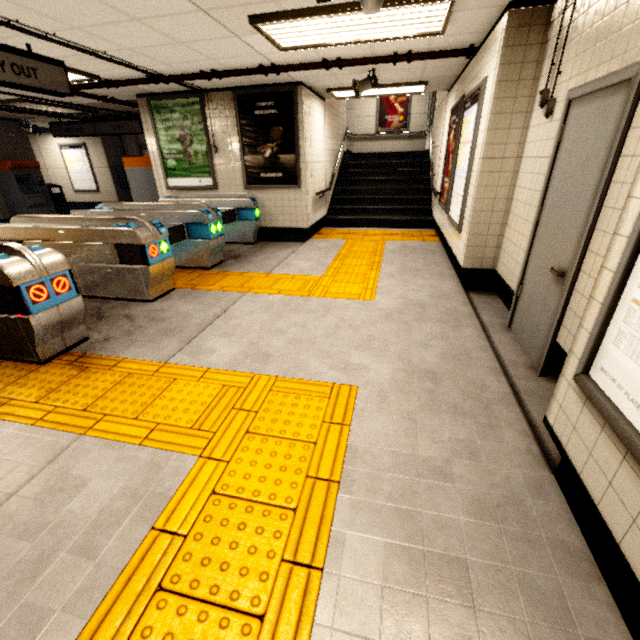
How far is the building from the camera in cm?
1247

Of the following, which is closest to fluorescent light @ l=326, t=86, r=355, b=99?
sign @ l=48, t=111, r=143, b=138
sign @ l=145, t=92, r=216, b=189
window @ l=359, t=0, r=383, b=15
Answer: sign @ l=145, t=92, r=216, b=189

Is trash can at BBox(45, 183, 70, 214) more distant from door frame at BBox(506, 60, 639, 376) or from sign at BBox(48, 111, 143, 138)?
door frame at BBox(506, 60, 639, 376)

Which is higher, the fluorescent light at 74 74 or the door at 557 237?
the fluorescent light at 74 74

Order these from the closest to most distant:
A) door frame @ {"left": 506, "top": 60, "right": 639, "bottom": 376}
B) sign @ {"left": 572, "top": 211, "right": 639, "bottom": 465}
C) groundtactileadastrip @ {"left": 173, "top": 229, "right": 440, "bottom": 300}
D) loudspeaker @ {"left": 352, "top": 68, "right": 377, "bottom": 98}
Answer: sign @ {"left": 572, "top": 211, "right": 639, "bottom": 465} → door frame @ {"left": 506, "top": 60, "right": 639, "bottom": 376} → groundtactileadastrip @ {"left": 173, "top": 229, "right": 440, "bottom": 300} → loudspeaker @ {"left": 352, "top": 68, "right": 377, "bottom": 98}

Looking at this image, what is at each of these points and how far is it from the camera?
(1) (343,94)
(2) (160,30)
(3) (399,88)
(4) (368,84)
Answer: (1) fluorescent light, 7.0m
(2) storm drain, 3.5m
(3) fluorescent light, 6.5m
(4) loudspeaker, 5.3m

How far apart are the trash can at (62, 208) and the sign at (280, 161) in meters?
8.5

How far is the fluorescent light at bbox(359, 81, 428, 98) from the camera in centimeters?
623cm
